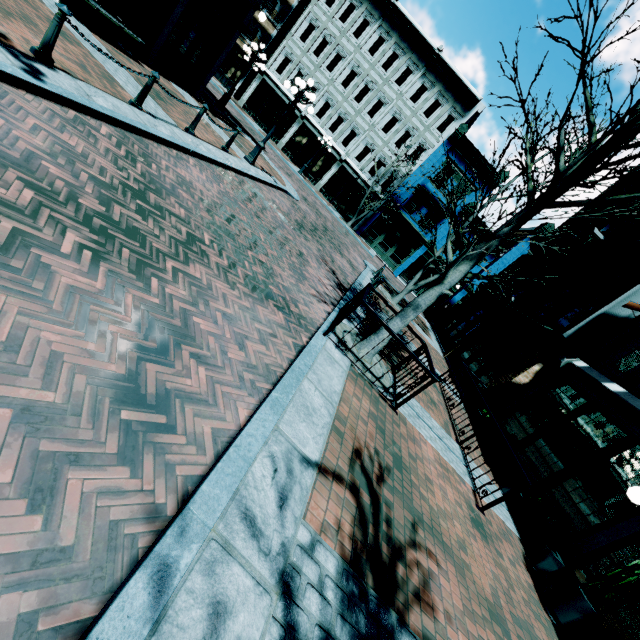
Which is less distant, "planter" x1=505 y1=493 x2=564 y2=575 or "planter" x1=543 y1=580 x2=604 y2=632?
"planter" x1=543 y1=580 x2=604 y2=632

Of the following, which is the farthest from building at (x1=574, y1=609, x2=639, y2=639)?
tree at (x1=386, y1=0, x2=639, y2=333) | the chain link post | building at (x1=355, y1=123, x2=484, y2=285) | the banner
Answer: the chain link post

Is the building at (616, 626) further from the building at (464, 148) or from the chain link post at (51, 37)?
the chain link post at (51, 37)

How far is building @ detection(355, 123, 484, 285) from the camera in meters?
25.7

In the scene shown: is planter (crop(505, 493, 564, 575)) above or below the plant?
below

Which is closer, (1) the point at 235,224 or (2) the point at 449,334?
(1) the point at 235,224

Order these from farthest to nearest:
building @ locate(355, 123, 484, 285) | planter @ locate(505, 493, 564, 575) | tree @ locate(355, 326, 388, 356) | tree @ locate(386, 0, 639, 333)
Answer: building @ locate(355, 123, 484, 285)
tree @ locate(355, 326, 388, 356)
planter @ locate(505, 493, 564, 575)
tree @ locate(386, 0, 639, 333)

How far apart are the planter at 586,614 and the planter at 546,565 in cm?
78
